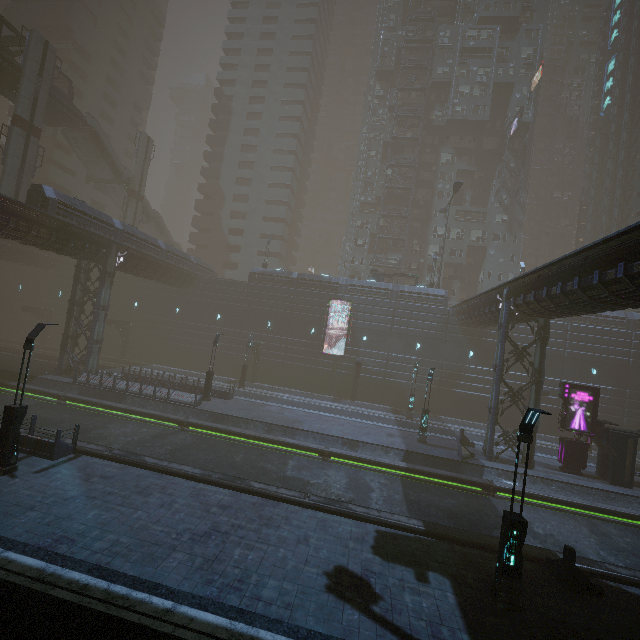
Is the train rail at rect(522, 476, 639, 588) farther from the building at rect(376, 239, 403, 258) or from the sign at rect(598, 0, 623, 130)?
the sign at rect(598, 0, 623, 130)

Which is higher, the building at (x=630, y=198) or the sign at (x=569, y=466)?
the building at (x=630, y=198)

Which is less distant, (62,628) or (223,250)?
(62,628)

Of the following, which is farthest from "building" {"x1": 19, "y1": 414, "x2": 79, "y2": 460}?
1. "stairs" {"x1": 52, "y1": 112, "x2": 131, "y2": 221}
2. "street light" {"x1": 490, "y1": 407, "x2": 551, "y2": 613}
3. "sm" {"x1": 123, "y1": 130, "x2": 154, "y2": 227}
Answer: "stairs" {"x1": 52, "y1": 112, "x2": 131, "y2": 221}

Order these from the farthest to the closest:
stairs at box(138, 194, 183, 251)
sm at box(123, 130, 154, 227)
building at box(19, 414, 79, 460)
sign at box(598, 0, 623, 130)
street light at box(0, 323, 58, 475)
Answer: sign at box(598, 0, 623, 130), stairs at box(138, 194, 183, 251), sm at box(123, 130, 154, 227), building at box(19, 414, 79, 460), street light at box(0, 323, 58, 475)

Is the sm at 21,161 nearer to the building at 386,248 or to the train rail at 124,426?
the building at 386,248

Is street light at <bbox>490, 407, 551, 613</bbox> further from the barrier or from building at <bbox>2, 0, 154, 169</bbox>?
building at <bbox>2, 0, 154, 169</bbox>

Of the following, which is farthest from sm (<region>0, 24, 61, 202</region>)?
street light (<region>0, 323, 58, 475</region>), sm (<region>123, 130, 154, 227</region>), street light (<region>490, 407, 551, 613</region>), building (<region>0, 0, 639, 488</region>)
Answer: street light (<region>490, 407, 551, 613</region>)
